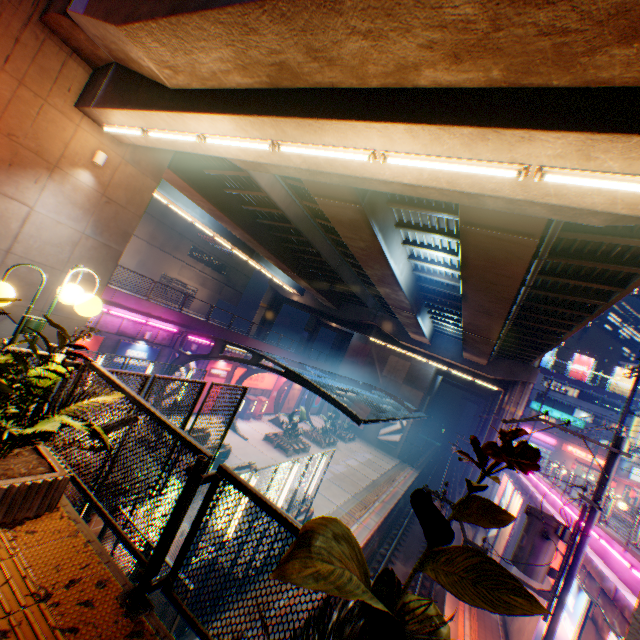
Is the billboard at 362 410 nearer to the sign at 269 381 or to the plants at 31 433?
the sign at 269 381

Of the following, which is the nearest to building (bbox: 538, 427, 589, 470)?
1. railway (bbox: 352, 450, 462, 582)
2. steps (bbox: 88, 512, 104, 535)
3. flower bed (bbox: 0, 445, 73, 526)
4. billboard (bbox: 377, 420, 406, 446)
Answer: railway (bbox: 352, 450, 462, 582)

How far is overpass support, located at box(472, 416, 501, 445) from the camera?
29.7 meters

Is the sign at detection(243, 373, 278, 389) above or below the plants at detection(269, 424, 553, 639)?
below

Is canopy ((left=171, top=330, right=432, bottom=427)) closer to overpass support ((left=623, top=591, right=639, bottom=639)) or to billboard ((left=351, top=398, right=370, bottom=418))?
billboard ((left=351, top=398, right=370, bottom=418))

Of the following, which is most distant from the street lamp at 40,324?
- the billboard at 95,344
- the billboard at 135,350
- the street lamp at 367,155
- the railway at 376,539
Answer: the billboard at 135,350

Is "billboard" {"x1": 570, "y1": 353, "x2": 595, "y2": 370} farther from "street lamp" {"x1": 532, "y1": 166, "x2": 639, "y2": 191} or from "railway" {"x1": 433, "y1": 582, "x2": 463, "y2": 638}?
"street lamp" {"x1": 532, "y1": 166, "x2": 639, "y2": 191}

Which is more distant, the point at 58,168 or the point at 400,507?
the point at 400,507
